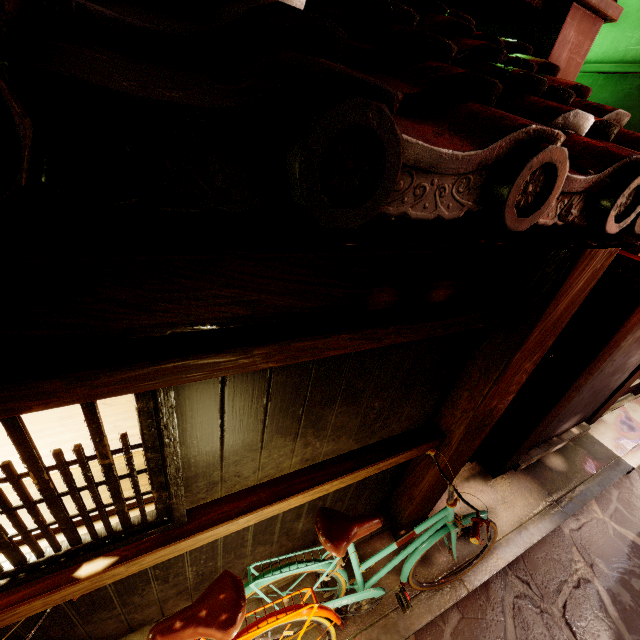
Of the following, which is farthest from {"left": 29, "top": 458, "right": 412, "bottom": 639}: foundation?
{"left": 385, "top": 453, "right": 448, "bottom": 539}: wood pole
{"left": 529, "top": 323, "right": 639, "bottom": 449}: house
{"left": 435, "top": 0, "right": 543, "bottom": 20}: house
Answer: {"left": 435, "top": 0, "right": 543, "bottom": 20}: house

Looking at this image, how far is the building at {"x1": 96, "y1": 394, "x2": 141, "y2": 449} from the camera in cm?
384

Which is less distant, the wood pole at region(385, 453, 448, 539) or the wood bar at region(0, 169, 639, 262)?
the wood bar at region(0, 169, 639, 262)

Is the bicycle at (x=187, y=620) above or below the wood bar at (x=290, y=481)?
below

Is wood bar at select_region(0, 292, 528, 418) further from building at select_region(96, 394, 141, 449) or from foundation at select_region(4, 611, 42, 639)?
foundation at select_region(4, 611, 42, 639)

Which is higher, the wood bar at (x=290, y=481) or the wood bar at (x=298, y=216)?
the wood bar at (x=298, y=216)

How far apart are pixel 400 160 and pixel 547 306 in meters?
3.1

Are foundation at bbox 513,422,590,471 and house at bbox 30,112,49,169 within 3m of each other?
no
